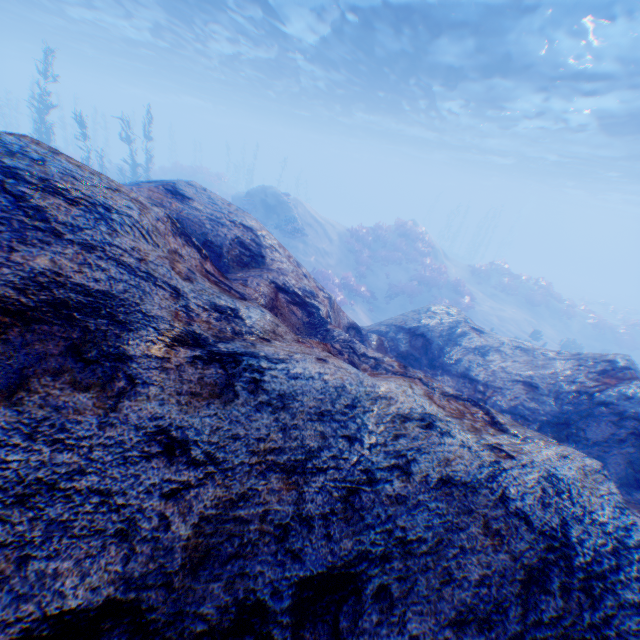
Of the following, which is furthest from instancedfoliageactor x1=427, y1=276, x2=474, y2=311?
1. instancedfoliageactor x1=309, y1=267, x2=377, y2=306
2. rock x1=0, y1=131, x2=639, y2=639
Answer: rock x1=0, y1=131, x2=639, y2=639

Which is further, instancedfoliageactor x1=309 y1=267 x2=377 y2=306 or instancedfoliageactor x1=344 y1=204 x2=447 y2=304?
instancedfoliageactor x1=344 y1=204 x2=447 y2=304

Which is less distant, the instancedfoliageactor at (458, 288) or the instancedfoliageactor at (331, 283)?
the instancedfoliageactor at (331, 283)

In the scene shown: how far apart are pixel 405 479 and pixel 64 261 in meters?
2.6 m

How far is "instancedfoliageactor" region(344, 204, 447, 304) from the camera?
20.3 meters

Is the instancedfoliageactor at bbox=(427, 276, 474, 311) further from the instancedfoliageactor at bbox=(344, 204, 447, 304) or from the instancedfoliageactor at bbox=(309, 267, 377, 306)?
the instancedfoliageactor at bbox=(309, 267, 377, 306)

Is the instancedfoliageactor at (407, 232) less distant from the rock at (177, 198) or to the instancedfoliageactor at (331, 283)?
the instancedfoliageactor at (331, 283)

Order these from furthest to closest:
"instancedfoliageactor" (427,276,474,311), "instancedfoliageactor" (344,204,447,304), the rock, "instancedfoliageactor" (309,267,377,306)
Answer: "instancedfoliageactor" (344,204,447,304)
"instancedfoliageactor" (427,276,474,311)
"instancedfoliageactor" (309,267,377,306)
the rock
